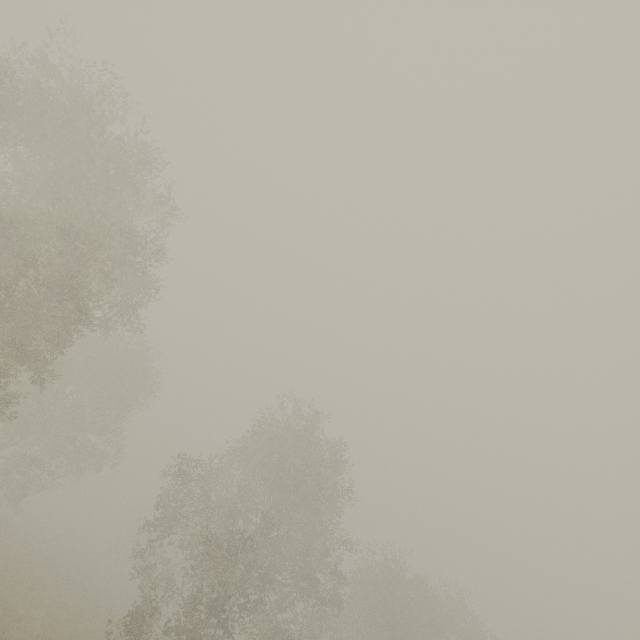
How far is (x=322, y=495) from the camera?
21.2 meters
